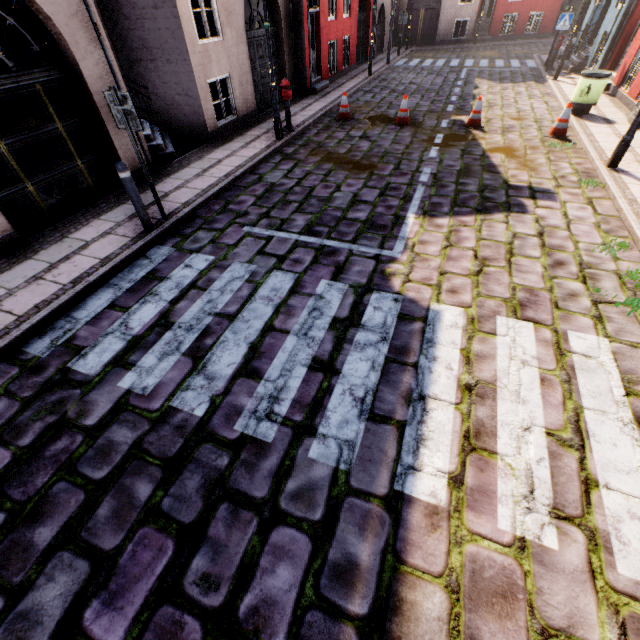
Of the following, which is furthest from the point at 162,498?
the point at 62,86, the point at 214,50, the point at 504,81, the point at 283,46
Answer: the point at 504,81

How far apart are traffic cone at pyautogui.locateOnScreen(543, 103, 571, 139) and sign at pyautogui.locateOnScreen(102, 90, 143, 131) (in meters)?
9.79

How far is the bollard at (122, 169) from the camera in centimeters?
480cm

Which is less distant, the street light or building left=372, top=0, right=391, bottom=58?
the street light

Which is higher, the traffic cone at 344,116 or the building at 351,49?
the building at 351,49

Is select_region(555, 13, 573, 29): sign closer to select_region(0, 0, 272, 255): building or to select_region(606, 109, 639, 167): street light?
select_region(0, 0, 272, 255): building

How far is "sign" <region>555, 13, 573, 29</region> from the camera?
13.2 meters

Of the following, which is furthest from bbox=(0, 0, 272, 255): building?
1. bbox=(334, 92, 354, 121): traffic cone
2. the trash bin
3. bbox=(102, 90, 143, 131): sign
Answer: bbox=(334, 92, 354, 121): traffic cone
